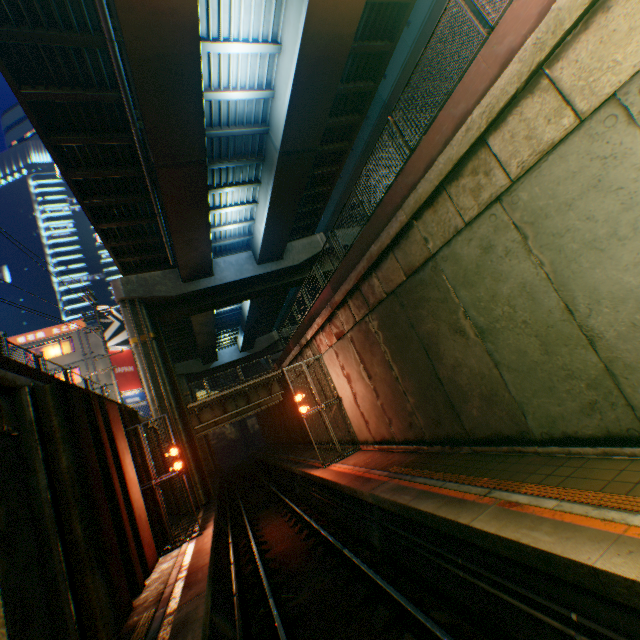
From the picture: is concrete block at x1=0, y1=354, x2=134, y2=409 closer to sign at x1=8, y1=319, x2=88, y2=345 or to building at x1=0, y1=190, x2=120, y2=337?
sign at x1=8, y1=319, x2=88, y2=345

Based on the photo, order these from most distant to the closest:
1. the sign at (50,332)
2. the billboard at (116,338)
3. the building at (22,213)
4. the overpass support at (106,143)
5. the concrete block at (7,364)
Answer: the building at (22,213)
the billboard at (116,338)
the sign at (50,332)
the overpass support at (106,143)
the concrete block at (7,364)

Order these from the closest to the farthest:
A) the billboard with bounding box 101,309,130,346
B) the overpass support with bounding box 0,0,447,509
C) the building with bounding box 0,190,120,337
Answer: the overpass support with bounding box 0,0,447,509 < the billboard with bounding box 101,309,130,346 < the building with bounding box 0,190,120,337

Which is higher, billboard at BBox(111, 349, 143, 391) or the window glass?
the window glass

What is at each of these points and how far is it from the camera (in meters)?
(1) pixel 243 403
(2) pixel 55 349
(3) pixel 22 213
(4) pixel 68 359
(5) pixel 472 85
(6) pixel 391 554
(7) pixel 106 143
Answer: (1) bridge, 25.19
(2) window glass, 29.80
(3) building, 59.62
(4) building, 29.30
(5) concrete block, 5.93
(6) railway, 7.82
(7) overpass support, 12.71

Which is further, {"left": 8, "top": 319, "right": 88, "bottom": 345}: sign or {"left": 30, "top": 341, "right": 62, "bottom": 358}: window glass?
{"left": 30, "top": 341, "right": 62, "bottom": 358}: window glass

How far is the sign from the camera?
28.7m

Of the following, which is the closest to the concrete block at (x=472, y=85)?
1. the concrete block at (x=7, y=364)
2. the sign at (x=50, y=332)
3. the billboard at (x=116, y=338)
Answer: the concrete block at (x=7, y=364)
